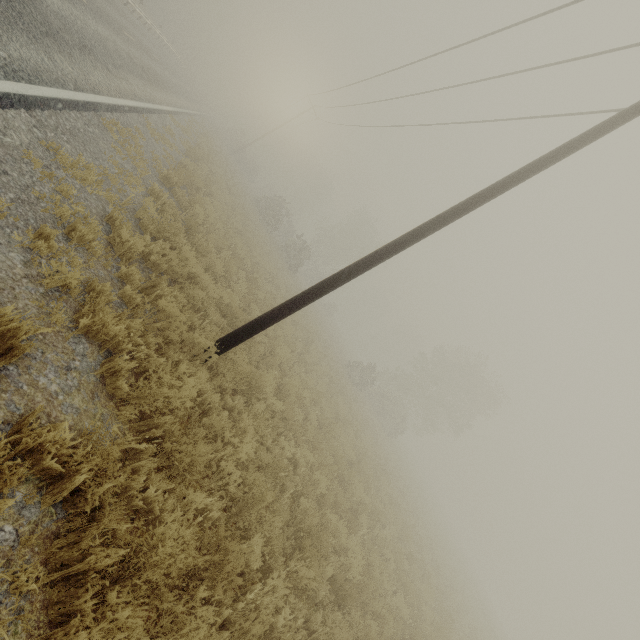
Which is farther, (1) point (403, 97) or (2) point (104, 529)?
(1) point (403, 97)
